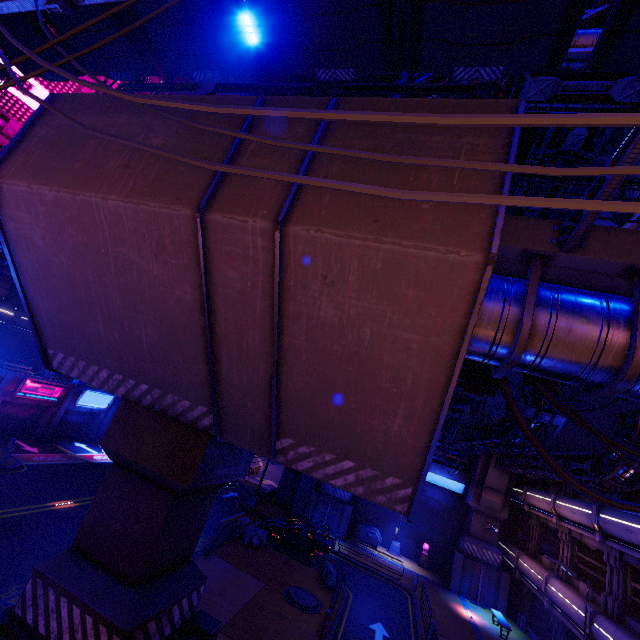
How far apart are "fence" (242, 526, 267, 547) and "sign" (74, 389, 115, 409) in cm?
1964

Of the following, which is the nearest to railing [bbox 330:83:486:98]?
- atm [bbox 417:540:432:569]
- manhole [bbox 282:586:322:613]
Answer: manhole [bbox 282:586:322:613]

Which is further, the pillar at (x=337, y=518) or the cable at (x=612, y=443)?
the pillar at (x=337, y=518)

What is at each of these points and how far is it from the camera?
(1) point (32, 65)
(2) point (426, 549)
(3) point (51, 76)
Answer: (1) awning, 14.7m
(2) atm, 29.4m
(3) awning, 14.9m

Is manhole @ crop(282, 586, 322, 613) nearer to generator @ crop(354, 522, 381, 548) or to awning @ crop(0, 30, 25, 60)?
generator @ crop(354, 522, 381, 548)

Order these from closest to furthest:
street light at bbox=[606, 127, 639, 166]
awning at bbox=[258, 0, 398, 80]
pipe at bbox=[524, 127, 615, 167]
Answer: street light at bbox=[606, 127, 639, 166], awning at bbox=[258, 0, 398, 80], pipe at bbox=[524, 127, 615, 167]

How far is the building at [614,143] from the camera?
36.0 meters

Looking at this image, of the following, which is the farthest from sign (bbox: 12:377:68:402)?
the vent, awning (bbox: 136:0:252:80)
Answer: the vent
